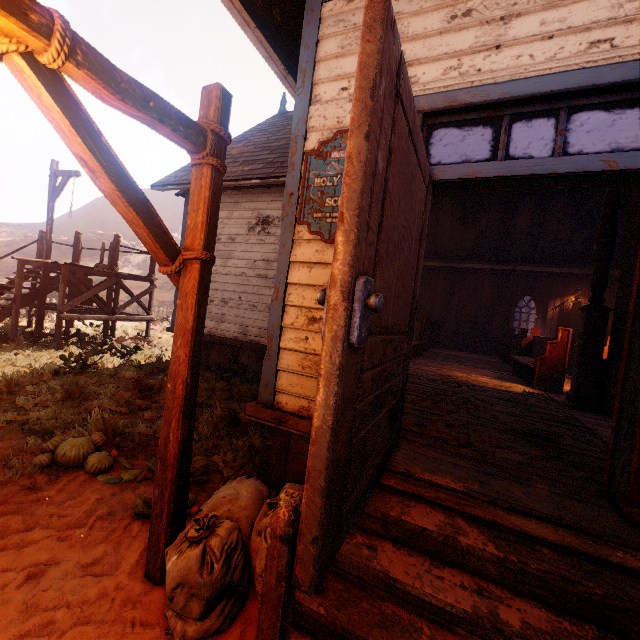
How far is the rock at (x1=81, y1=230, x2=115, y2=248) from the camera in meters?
46.9 m

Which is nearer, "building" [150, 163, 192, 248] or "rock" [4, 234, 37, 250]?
"building" [150, 163, 192, 248]

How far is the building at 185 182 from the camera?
8.73m

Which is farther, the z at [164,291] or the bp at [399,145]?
the z at [164,291]

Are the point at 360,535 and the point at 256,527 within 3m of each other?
yes

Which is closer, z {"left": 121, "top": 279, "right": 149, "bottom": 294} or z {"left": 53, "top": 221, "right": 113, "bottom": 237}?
z {"left": 121, "top": 279, "right": 149, "bottom": 294}

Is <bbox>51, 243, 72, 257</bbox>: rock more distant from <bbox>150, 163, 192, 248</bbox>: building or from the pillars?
the pillars

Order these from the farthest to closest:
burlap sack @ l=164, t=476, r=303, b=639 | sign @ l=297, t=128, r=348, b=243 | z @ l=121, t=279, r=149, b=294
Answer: z @ l=121, t=279, r=149, b=294 → sign @ l=297, t=128, r=348, b=243 → burlap sack @ l=164, t=476, r=303, b=639
